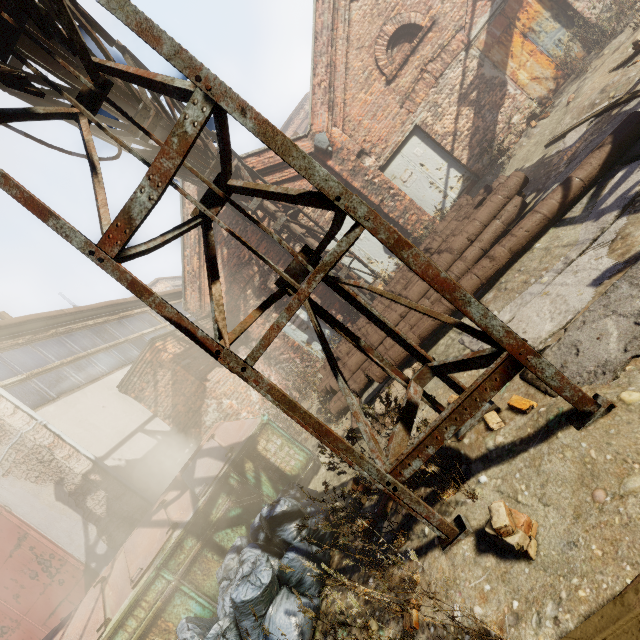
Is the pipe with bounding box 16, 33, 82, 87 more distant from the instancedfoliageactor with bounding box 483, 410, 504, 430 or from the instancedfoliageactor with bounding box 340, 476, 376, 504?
the instancedfoliageactor with bounding box 483, 410, 504, 430

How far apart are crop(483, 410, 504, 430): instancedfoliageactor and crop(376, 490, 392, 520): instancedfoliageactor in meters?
1.2

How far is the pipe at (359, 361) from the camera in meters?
5.2 m

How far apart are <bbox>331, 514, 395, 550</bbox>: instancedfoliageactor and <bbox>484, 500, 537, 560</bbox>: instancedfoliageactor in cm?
43

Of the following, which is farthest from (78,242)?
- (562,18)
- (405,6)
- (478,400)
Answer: (562,18)

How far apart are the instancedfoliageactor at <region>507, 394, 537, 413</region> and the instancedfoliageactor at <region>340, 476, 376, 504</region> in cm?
155

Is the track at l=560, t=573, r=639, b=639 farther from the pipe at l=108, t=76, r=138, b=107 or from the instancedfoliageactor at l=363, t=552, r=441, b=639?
the pipe at l=108, t=76, r=138, b=107

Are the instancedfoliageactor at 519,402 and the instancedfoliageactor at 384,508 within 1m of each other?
no
